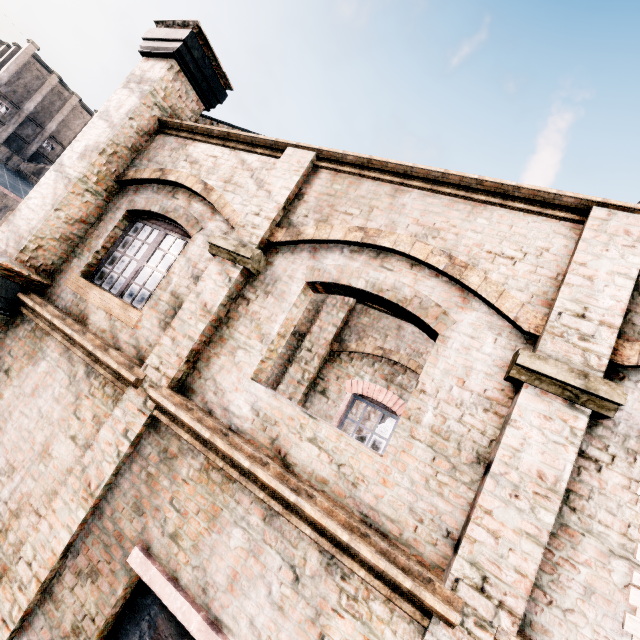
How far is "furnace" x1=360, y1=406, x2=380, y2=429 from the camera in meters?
21.7

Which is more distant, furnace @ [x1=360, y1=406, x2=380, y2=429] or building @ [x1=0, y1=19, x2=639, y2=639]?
furnace @ [x1=360, y1=406, x2=380, y2=429]

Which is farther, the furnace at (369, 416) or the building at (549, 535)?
the furnace at (369, 416)

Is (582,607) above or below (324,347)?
below

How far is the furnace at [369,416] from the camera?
21.7m
